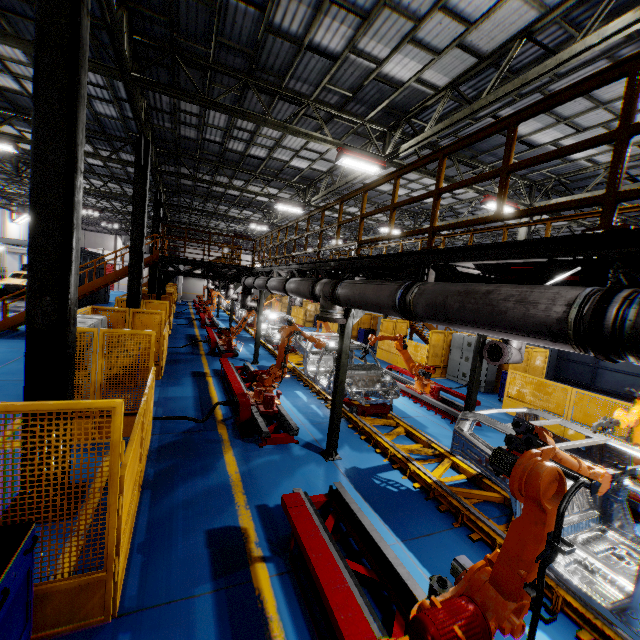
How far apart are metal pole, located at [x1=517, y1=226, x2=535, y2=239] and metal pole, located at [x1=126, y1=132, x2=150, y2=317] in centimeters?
1475cm

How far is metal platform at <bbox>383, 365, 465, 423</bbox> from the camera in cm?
973

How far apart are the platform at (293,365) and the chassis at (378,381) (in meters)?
0.01

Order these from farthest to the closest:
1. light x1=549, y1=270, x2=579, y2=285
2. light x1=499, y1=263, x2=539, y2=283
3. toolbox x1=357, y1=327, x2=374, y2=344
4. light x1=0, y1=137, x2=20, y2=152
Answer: toolbox x1=357, y1=327, x2=374, y2=344, light x1=0, y1=137, x2=20, y2=152, light x1=499, y1=263, x2=539, y2=283, light x1=549, y1=270, x2=579, y2=285

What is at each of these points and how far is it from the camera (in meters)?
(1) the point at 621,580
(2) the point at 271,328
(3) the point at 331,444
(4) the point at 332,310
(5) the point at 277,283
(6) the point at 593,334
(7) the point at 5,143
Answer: (1) chassis, 3.81
(2) chassis, 16.61
(3) metal pole, 6.68
(4) vent pipe, 6.09
(5) vent pipe, 9.15
(6) vent pipe clamp, 2.09
(7) light, 12.47

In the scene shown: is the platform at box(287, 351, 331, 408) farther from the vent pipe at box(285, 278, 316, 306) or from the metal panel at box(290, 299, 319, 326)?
the metal panel at box(290, 299, 319, 326)

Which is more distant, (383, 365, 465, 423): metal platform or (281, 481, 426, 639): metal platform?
(383, 365, 465, 423): metal platform
